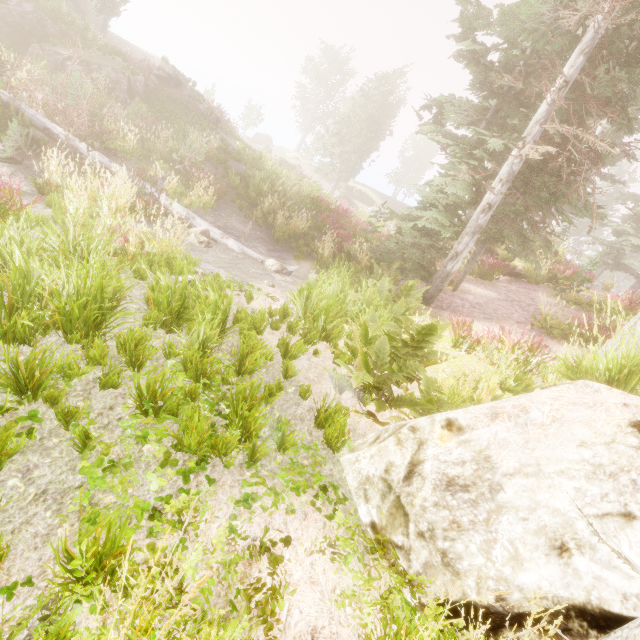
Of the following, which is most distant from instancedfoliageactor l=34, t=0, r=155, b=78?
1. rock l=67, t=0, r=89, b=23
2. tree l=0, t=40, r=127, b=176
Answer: tree l=0, t=40, r=127, b=176

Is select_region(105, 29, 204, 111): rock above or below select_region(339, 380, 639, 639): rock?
above

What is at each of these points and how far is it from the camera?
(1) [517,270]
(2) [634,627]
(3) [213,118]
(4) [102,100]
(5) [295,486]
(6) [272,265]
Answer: (1) rock, 16.0 meters
(2) instancedfoliageactor, 1.6 meters
(3) tree trunk, 22.3 meters
(4) instancedfoliageactor, 13.4 meters
(5) instancedfoliageactor, 2.6 meters
(6) instancedfoliageactor, 9.5 meters

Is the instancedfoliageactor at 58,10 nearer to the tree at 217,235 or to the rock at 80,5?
the rock at 80,5

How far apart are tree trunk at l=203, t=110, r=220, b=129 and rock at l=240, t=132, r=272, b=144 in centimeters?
3224cm

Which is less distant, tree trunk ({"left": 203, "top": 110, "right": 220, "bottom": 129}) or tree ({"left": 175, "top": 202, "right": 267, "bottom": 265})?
tree ({"left": 175, "top": 202, "right": 267, "bottom": 265})

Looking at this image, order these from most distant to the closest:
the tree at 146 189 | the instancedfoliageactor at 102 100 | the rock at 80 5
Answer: the rock at 80 5 → the instancedfoliageactor at 102 100 → the tree at 146 189

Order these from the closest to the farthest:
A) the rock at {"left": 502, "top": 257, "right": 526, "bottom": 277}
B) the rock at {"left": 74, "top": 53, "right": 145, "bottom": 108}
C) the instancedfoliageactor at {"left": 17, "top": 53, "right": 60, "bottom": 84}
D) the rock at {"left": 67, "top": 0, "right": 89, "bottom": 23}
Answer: the instancedfoliageactor at {"left": 17, "top": 53, "right": 60, "bottom": 84} → the rock at {"left": 502, "top": 257, "right": 526, "bottom": 277} → the rock at {"left": 74, "top": 53, "right": 145, "bottom": 108} → the rock at {"left": 67, "top": 0, "right": 89, "bottom": 23}
